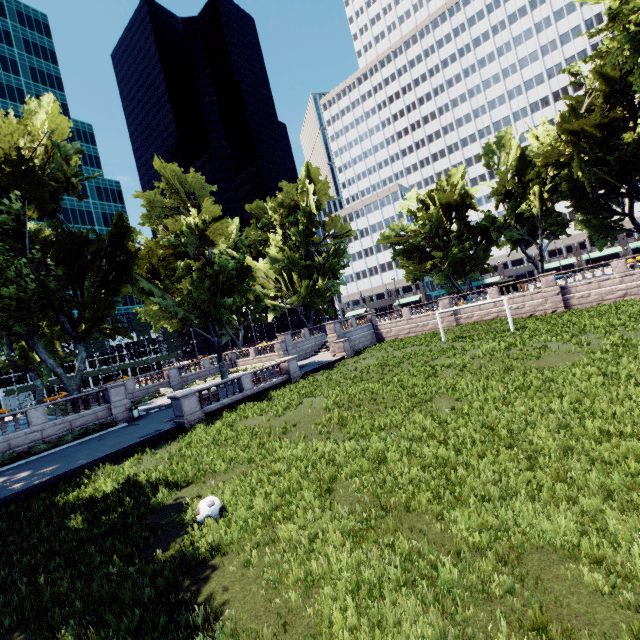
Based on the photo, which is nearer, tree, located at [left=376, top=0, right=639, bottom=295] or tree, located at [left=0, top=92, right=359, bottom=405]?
tree, located at [left=0, top=92, right=359, bottom=405]

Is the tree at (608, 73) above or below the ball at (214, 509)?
above

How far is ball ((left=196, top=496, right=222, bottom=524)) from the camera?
8.31m

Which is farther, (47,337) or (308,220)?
(308,220)

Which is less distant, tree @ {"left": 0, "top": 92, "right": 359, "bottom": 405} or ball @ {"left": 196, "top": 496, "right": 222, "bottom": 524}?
ball @ {"left": 196, "top": 496, "right": 222, "bottom": 524}

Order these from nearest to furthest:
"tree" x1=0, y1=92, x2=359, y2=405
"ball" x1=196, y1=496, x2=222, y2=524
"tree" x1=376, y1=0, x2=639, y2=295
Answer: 1. "ball" x1=196, y1=496, x2=222, y2=524
2. "tree" x1=0, y1=92, x2=359, y2=405
3. "tree" x1=376, y1=0, x2=639, y2=295

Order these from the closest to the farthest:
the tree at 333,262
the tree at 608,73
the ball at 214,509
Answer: the ball at 214,509
the tree at 333,262
the tree at 608,73
